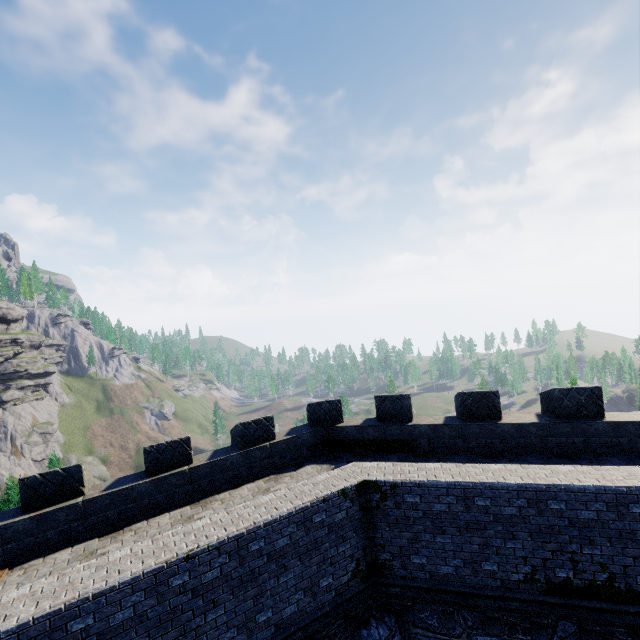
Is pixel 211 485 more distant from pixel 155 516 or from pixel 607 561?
pixel 607 561
